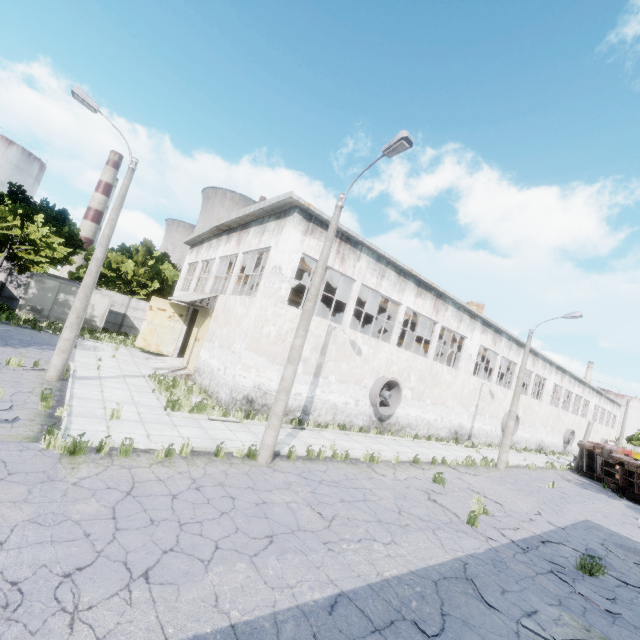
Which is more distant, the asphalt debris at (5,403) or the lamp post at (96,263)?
the lamp post at (96,263)

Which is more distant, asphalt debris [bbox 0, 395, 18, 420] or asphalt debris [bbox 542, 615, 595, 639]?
asphalt debris [bbox 0, 395, 18, 420]

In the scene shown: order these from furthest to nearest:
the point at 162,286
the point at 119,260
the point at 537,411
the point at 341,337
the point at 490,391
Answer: the point at 162,286, the point at 537,411, the point at 119,260, the point at 490,391, the point at 341,337

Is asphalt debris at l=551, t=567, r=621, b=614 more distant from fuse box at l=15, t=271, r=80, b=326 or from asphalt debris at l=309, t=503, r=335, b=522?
fuse box at l=15, t=271, r=80, b=326

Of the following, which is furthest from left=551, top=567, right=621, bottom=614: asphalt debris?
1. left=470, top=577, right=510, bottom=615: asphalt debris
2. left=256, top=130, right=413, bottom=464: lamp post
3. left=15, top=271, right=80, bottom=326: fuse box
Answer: left=15, top=271, right=80, bottom=326: fuse box

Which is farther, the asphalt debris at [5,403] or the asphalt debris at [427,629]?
the asphalt debris at [5,403]

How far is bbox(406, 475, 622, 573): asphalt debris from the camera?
9.4 meters
